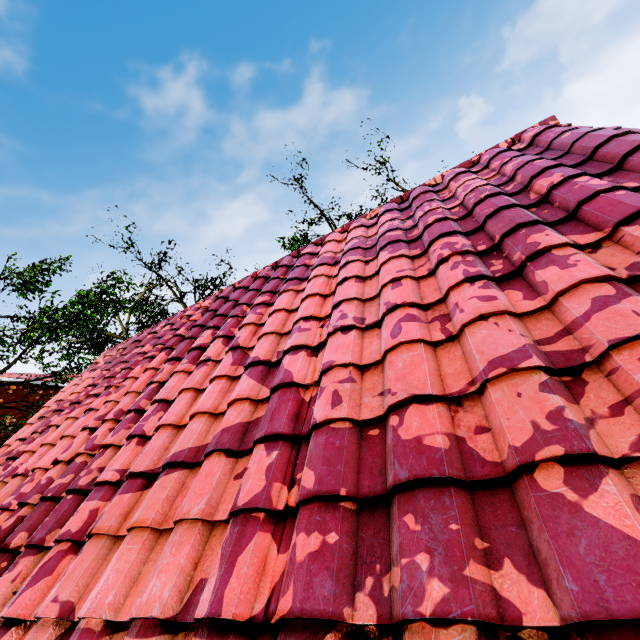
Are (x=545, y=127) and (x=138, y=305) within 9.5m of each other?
no
